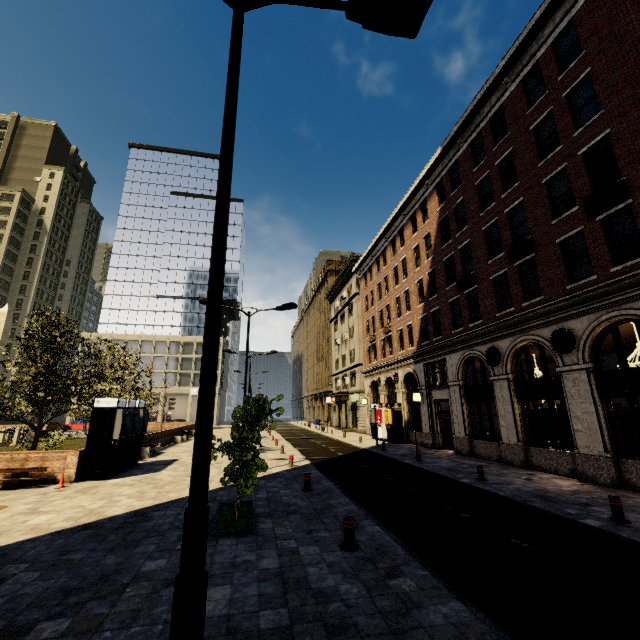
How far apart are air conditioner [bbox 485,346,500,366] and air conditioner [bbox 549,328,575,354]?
2.9m

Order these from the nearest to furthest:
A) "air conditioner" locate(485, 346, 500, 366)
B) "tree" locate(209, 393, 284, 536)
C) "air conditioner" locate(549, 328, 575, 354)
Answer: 1. "tree" locate(209, 393, 284, 536)
2. "air conditioner" locate(549, 328, 575, 354)
3. "air conditioner" locate(485, 346, 500, 366)

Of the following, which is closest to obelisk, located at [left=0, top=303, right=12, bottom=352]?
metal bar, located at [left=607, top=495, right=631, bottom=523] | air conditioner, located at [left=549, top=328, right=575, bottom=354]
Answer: metal bar, located at [left=607, top=495, right=631, bottom=523]

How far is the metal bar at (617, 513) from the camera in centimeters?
790cm

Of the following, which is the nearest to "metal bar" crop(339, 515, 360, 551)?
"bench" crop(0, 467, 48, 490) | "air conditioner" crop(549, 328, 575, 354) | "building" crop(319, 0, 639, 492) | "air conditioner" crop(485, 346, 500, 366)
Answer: "building" crop(319, 0, 639, 492)

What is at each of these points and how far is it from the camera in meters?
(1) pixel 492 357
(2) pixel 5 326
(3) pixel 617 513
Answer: (1) air conditioner, 16.7
(2) obelisk, 28.5
(3) metal bar, 8.0

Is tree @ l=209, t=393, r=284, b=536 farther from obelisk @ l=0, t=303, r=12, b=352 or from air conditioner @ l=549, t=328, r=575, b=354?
air conditioner @ l=549, t=328, r=575, b=354

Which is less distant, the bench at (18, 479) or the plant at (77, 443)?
the bench at (18, 479)
